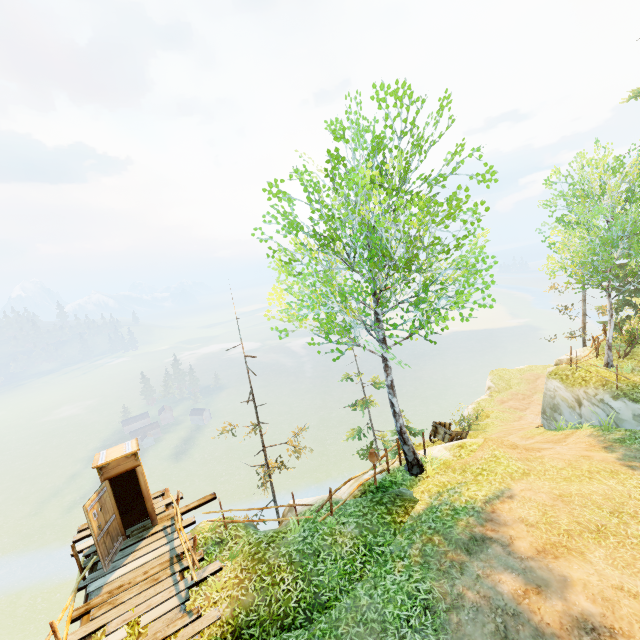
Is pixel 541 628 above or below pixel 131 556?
above

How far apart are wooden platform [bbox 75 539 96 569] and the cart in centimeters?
1395cm

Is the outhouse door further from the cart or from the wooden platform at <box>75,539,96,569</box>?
the cart

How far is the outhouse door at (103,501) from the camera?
8.7m

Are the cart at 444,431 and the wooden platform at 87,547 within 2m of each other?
no

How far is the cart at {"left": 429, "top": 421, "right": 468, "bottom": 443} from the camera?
16.2 meters

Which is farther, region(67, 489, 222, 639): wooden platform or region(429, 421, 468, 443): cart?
region(429, 421, 468, 443): cart
